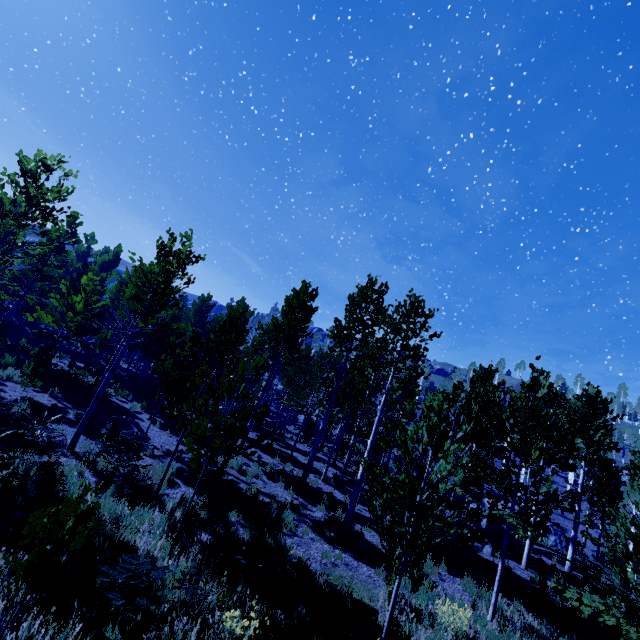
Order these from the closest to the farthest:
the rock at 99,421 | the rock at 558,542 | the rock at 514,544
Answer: the rock at 99,421
the rock at 514,544
the rock at 558,542

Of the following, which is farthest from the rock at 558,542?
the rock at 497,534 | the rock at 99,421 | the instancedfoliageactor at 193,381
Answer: the rock at 99,421

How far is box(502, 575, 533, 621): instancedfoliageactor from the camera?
9.1m

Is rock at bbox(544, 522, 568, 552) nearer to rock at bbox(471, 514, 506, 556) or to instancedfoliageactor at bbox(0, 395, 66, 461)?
instancedfoliageactor at bbox(0, 395, 66, 461)

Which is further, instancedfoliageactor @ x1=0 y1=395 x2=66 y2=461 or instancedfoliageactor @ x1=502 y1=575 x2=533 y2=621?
instancedfoliageactor @ x1=0 y1=395 x2=66 y2=461

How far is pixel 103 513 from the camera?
7.8m

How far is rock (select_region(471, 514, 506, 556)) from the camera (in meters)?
14.02

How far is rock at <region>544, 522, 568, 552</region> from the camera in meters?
24.4
